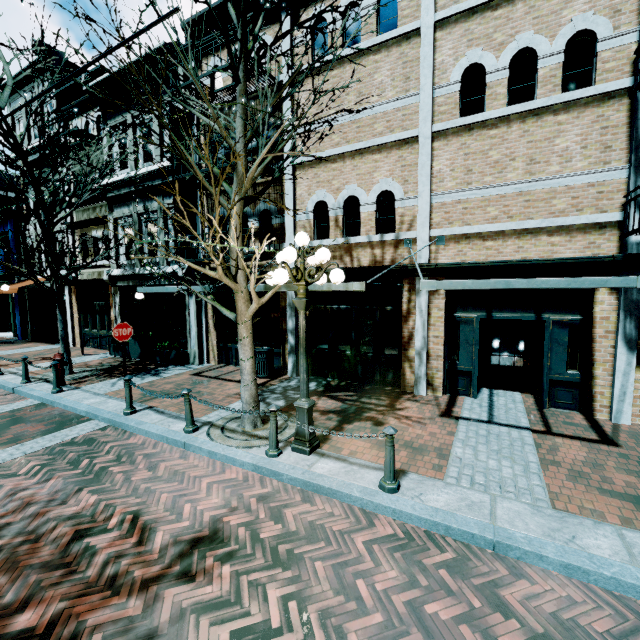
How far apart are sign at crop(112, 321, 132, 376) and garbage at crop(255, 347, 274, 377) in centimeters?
347cm

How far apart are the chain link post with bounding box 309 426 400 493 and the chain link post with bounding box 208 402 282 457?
1.7 meters

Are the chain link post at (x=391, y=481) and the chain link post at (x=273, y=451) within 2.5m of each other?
yes

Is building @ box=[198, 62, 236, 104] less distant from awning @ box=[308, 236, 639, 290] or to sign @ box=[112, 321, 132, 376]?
awning @ box=[308, 236, 639, 290]

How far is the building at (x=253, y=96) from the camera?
9.32m

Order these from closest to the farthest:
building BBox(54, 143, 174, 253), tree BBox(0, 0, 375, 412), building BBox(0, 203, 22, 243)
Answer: tree BBox(0, 0, 375, 412), building BBox(54, 143, 174, 253), building BBox(0, 203, 22, 243)

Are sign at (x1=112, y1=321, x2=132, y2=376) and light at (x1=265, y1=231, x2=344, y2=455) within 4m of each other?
no

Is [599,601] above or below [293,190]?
below
